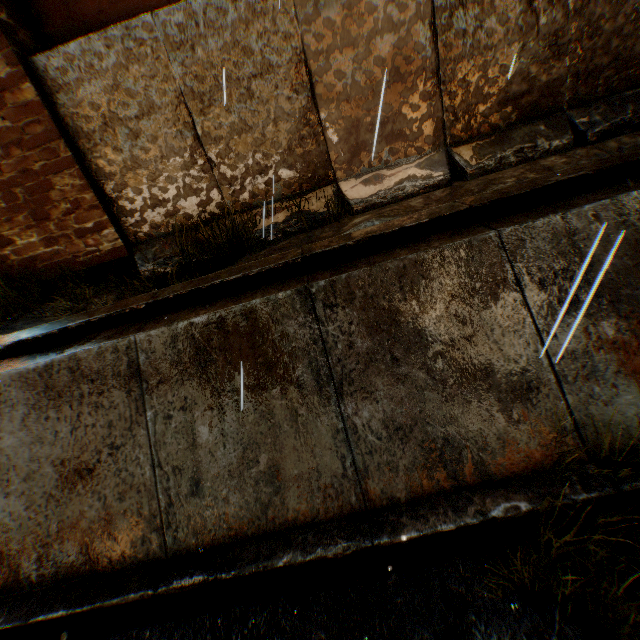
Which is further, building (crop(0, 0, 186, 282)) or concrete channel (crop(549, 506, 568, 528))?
building (crop(0, 0, 186, 282))

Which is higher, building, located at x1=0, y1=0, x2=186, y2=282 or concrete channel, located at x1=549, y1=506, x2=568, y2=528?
building, located at x1=0, y1=0, x2=186, y2=282

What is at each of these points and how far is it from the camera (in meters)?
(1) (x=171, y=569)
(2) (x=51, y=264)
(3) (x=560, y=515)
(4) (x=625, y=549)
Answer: (1) concrete channel, 3.24
(2) building, 5.92
(3) concrete channel, 2.88
(4) concrete channel, 2.71

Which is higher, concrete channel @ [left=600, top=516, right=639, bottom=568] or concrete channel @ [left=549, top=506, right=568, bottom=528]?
concrete channel @ [left=549, top=506, right=568, bottom=528]

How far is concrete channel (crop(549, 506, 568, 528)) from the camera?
2.84m

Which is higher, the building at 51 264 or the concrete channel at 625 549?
the building at 51 264

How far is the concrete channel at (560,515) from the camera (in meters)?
2.84
